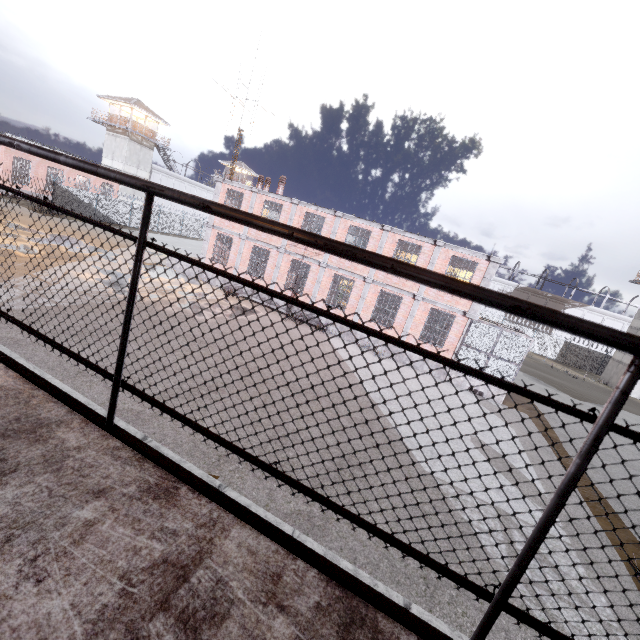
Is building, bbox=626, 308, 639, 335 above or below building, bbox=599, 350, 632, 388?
above

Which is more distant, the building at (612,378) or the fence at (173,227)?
the fence at (173,227)

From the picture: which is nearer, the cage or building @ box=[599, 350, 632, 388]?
the cage

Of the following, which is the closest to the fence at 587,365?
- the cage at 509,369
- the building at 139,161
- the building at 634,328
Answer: the building at 634,328

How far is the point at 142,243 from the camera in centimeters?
118cm

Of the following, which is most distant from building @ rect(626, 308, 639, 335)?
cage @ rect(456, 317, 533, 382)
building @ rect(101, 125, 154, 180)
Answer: building @ rect(101, 125, 154, 180)

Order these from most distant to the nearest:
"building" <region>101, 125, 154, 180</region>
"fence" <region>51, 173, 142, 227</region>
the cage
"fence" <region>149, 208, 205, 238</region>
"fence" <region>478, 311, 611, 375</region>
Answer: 1. "building" <region>101, 125, 154, 180</region>
2. "fence" <region>149, 208, 205, 238</region>
3. "fence" <region>478, 311, 611, 375</region>
4. "fence" <region>51, 173, 142, 227</region>
5. the cage

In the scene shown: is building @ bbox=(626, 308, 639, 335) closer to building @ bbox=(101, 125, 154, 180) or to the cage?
the cage
